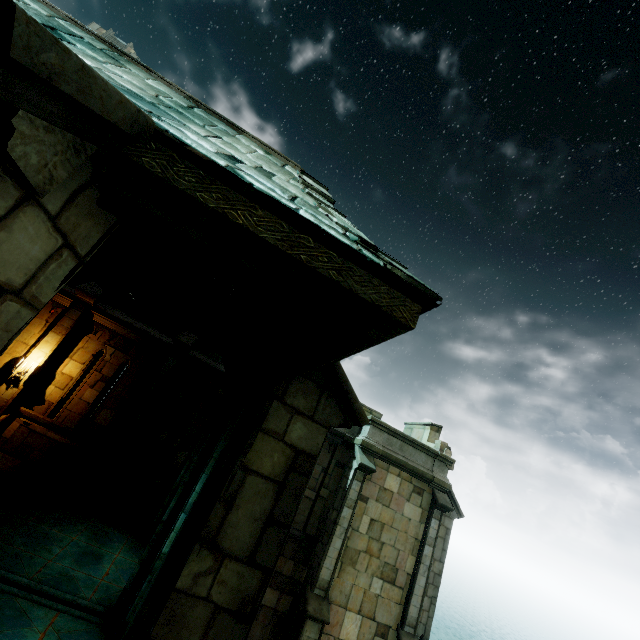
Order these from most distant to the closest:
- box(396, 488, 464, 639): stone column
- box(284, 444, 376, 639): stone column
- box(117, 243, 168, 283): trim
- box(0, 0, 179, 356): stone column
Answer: box(396, 488, 464, 639): stone column, box(284, 444, 376, 639): stone column, box(117, 243, 168, 283): trim, box(0, 0, 179, 356): stone column

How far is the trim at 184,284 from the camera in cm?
775

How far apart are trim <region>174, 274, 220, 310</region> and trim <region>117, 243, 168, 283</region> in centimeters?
17cm

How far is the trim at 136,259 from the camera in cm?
752

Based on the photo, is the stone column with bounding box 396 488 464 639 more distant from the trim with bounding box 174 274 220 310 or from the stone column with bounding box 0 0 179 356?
the stone column with bounding box 0 0 179 356

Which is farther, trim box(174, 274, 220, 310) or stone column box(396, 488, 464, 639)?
stone column box(396, 488, 464, 639)

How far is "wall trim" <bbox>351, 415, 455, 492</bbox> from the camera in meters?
12.8

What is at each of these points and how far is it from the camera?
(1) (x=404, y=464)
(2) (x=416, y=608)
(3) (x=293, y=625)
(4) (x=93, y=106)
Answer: (1) wall trim, 12.9m
(2) stone column, 11.5m
(3) stone column, 10.4m
(4) stone column, 1.3m
